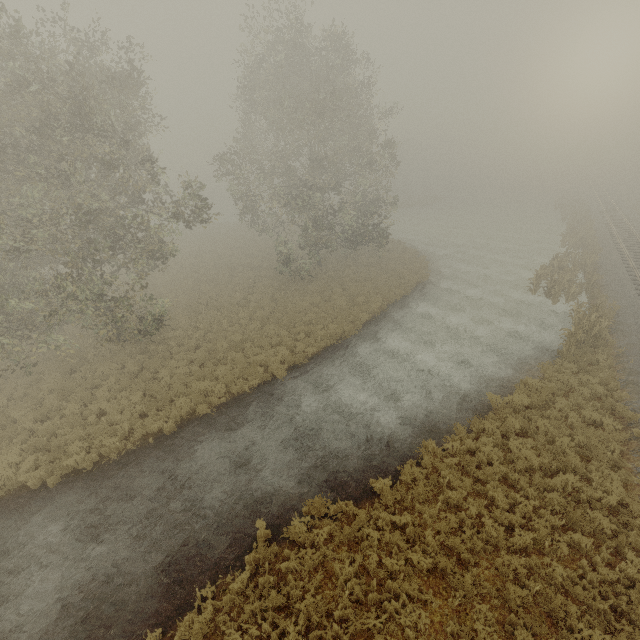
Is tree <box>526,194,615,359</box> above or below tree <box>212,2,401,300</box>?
below

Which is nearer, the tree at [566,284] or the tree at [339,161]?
the tree at [566,284]

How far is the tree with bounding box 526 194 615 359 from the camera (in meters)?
15.59

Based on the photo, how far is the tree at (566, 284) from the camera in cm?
1559

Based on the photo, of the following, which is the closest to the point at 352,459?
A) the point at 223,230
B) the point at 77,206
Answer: the point at 77,206

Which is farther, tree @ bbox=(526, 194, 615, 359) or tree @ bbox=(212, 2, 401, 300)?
tree @ bbox=(212, 2, 401, 300)
